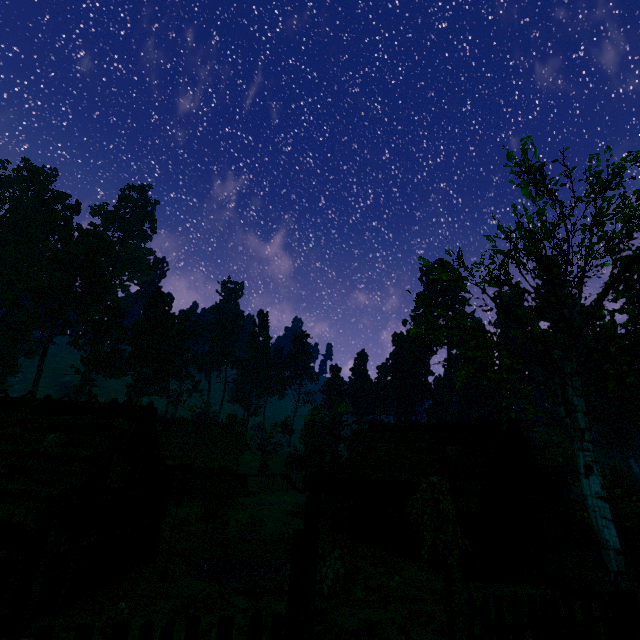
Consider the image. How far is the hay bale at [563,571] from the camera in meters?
12.5 m

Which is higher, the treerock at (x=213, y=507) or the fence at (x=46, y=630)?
the fence at (x=46, y=630)

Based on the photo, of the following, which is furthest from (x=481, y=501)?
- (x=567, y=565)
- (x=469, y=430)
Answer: (x=469, y=430)

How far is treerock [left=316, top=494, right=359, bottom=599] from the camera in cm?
1517

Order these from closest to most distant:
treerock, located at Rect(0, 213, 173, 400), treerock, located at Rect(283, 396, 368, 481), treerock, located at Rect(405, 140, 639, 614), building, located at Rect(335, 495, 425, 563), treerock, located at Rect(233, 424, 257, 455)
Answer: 1. treerock, located at Rect(405, 140, 639, 614)
2. building, located at Rect(335, 495, 425, 563)
3. treerock, located at Rect(283, 396, 368, 481)
4. treerock, located at Rect(0, 213, 173, 400)
5. treerock, located at Rect(233, 424, 257, 455)

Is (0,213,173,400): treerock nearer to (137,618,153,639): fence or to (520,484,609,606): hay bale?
(520,484,609,606): hay bale

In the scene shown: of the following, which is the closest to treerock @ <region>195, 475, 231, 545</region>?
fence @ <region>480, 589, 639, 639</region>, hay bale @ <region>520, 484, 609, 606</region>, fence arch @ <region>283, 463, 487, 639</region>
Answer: fence @ <region>480, 589, 639, 639</region>

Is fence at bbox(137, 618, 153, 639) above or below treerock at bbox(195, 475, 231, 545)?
above
